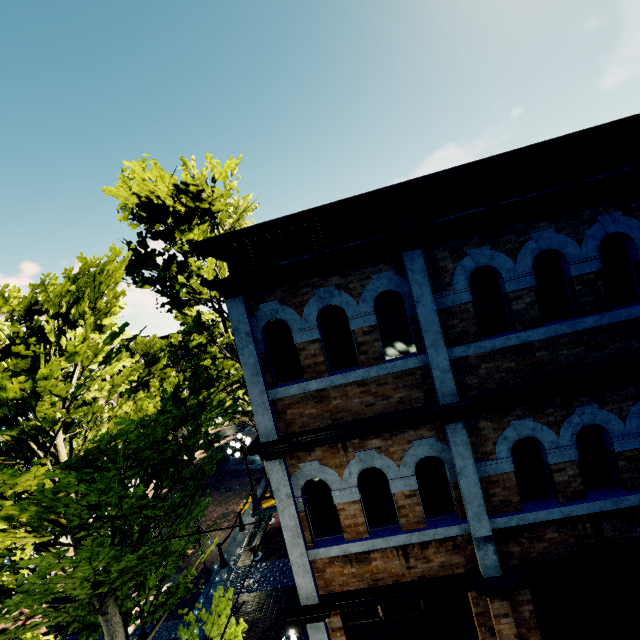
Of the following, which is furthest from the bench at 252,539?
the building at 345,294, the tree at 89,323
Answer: the building at 345,294

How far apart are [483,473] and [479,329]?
2.3 meters

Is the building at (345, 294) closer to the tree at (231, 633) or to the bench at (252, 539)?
the tree at (231, 633)

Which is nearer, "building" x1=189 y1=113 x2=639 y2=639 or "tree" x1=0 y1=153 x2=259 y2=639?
"tree" x1=0 y1=153 x2=259 y2=639

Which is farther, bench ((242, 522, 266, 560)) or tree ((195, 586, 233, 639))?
bench ((242, 522, 266, 560))

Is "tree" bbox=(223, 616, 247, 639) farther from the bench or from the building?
the bench
